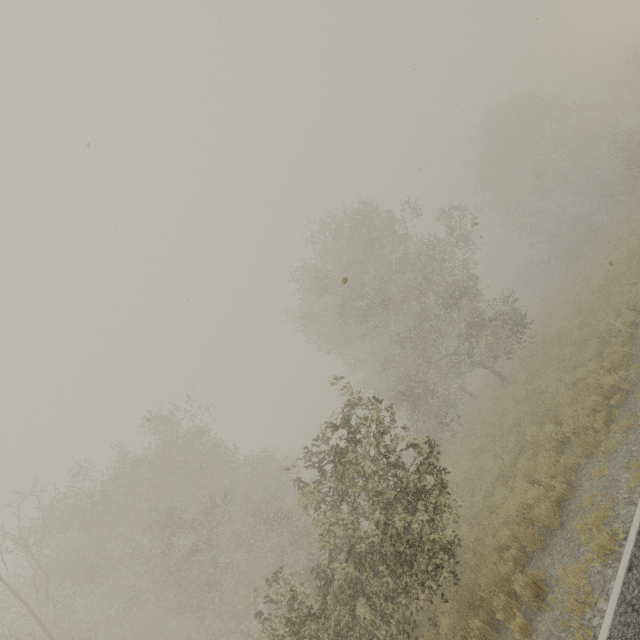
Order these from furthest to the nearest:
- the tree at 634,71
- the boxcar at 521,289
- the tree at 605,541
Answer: the boxcar at 521,289 → the tree at 634,71 → the tree at 605,541

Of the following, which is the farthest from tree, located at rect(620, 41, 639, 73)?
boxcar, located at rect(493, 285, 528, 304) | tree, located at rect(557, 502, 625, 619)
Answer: tree, located at rect(557, 502, 625, 619)

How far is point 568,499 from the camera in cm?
724

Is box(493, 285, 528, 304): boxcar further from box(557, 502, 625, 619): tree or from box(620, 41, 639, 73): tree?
box(557, 502, 625, 619): tree

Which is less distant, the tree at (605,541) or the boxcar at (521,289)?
the tree at (605,541)

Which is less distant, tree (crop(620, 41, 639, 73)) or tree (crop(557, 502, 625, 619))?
tree (crop(557, 502, 625, 619))

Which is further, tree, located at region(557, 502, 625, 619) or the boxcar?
the boxcar
